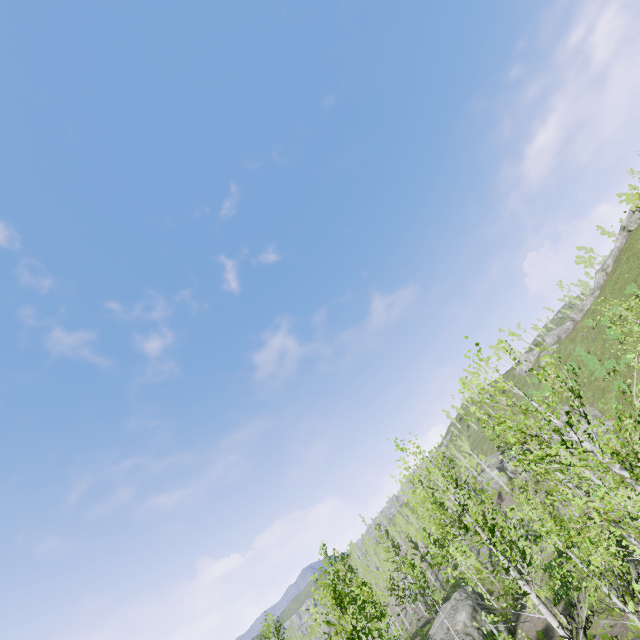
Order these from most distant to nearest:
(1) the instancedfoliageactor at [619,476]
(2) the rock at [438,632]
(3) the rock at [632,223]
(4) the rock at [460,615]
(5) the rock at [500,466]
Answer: (3) the rock at [632,223]
(5) the rock at [500,466]
(2) the rock at [438,632]
(4) the rock at [460,615]
(1) the instancedfoliageactor at [619,476]

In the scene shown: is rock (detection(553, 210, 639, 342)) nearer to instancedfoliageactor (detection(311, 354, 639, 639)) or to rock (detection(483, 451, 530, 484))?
rock (detection(483, 451, 530, 484))

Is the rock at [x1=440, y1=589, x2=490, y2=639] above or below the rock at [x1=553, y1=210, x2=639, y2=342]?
below

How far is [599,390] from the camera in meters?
37.7 m

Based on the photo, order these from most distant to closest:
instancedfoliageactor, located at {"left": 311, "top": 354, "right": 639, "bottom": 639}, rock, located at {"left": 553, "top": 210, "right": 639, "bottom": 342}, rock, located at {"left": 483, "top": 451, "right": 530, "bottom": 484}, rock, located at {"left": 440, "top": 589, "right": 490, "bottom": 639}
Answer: rock, located at {"left": 553, "top": 210, "right": 639, "bottom": 342} → rock, located at {"left": 483, "top": 451, "right": 530, "bottom": 484} → rock, located at {"left": 440, "top": 589, "right": 490, "bottom": 639} → instancedfoliageactor, located at {"left": 311, "top": 354, "right": 639, "bottom": 639}

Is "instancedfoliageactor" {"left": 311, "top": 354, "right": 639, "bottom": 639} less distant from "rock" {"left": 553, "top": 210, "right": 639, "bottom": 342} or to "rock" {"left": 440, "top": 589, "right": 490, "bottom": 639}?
"rock" {"left": 440, "top": 589, "right": 490, "bottom": 639}

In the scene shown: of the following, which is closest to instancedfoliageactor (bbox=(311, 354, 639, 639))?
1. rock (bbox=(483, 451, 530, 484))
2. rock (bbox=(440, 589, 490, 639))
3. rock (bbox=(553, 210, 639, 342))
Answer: rock (bbox=(440, 589, 490, 639))

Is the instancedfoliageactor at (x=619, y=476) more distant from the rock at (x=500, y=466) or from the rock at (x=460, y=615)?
the rock at (x=500, y=466)
